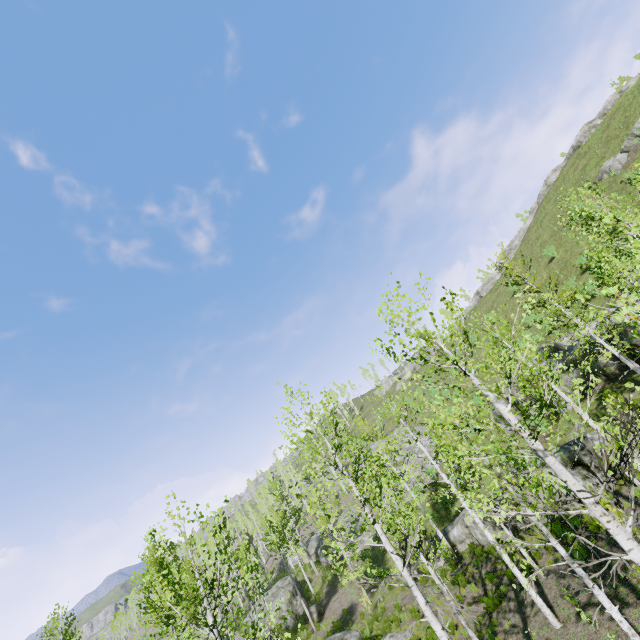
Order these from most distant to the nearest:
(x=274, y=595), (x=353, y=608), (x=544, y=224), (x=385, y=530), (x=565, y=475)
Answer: (x=544, y=224), (x=274, y=595), (x=353, y=608), (x=385, y=530), (x=565, y=475)

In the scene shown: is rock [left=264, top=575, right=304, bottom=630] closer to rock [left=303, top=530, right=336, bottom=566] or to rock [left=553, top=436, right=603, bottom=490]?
rock [left=303, top=530, right=336, bottom=566]

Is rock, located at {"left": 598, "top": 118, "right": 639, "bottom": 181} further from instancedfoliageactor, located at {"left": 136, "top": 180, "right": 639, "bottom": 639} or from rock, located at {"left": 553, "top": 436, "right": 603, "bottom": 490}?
rock, located at {"left": 553, "top": 436, "right": 603, "bottom": 490}

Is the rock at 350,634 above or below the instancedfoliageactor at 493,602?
above

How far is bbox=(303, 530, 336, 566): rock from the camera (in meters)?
36.59

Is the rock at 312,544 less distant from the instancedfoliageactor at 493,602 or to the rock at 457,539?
the rock at 457,539

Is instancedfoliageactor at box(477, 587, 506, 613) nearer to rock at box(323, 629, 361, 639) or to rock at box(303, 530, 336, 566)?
rock at box(323, 629, 361, 639)

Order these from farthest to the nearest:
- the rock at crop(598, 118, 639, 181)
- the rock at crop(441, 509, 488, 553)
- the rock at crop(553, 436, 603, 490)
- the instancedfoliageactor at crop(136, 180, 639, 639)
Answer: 1. the rock at crop(598, 118, 639, 181)
2. the rock at crop(441, 509, 488, 553)
3. the rock at crop(553, 436, 603, 490)
4. the instancedfoliageactor at crop(136, 180, 639, 639)
